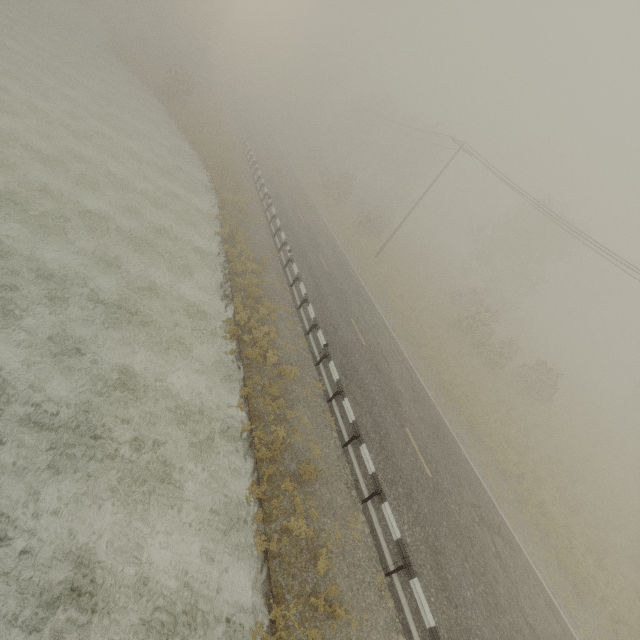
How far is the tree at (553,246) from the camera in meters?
27.2

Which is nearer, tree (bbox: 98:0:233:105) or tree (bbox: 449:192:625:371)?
tree (bbox: 449:192:625:371)

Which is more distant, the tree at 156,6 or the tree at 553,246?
the tree at 156,6

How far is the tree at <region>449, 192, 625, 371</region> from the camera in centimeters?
2717cm

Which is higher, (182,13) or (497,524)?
(182,13)
